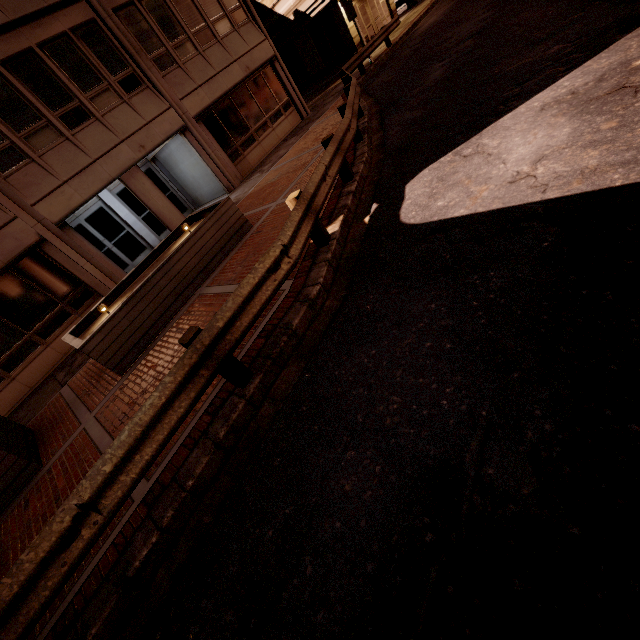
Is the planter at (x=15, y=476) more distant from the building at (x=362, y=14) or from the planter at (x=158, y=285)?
the building at (x=362, y=14)

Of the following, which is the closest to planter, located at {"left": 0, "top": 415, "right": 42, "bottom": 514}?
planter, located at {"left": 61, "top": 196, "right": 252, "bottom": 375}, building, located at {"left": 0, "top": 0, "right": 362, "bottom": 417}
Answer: planter, located at {"left": 61, "top": 196, "right": 252, "bottom": 375}

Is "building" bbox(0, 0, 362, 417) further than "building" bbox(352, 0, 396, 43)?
No

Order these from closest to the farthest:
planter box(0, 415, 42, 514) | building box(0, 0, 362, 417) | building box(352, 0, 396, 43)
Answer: planter box(0, 415, 42, 514), building box(0, 0, 362, 417), building box(352, 0, 396, 43)

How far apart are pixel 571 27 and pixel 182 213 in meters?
16.4

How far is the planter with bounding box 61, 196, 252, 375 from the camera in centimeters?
675cm

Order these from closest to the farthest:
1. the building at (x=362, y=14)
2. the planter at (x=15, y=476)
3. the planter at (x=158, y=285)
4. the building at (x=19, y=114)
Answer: the planter at (x=15, y=476)
the planter at (x=158, y=285)
the building at (x=19, y=114)
the building at (x=362, y=14)

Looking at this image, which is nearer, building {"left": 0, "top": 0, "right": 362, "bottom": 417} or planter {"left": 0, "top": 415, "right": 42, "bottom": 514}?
planter {"left": 0, "top": 415, "right": 42, "bottom": 514}
